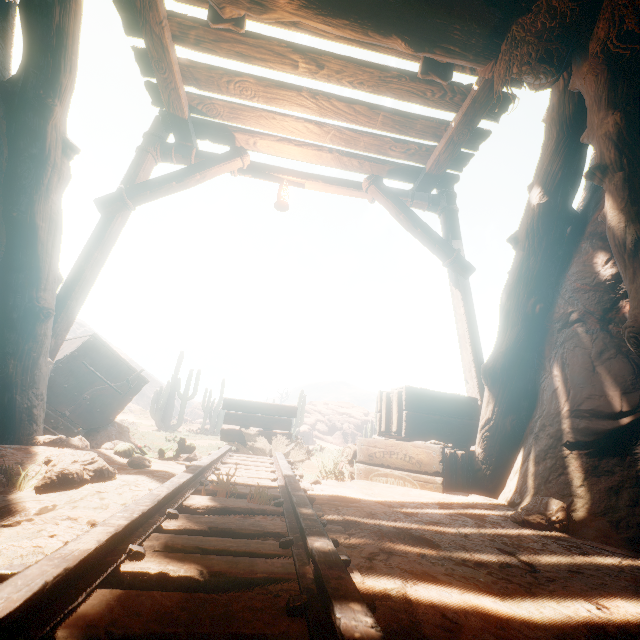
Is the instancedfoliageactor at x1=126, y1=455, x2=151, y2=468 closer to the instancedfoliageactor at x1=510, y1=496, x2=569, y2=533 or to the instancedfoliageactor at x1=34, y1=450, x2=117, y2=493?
the instancedfoliageactor at x1=34, y1=450, x2=117, y2=493

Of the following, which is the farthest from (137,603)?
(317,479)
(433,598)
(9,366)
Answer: (9,366)

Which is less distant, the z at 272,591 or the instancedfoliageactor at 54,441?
the z at 272,591

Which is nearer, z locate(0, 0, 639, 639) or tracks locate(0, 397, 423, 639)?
tracks locate(0, 397, 423, 639)

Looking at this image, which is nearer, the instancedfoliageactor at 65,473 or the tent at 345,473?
the instancedfoliageactor at 65,473

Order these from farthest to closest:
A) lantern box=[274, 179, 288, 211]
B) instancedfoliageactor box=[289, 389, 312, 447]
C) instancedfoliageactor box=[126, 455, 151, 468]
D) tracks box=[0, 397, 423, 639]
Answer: instancedfoliageactor box=[289, 389, 312, 447] → lantern box=[274, 179, 288, 211] → instancedfoliageactor box=[126, 455, 151, 468] → tracks box=[0, 397, 423, 639]

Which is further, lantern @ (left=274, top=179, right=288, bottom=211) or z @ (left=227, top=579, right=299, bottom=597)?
lantern @ (left=274, top=179, right=288, bottom=211)

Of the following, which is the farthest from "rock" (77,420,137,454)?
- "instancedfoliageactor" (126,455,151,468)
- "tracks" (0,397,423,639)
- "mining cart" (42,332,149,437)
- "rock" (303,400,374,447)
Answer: "rock" (303,400,374,447)
